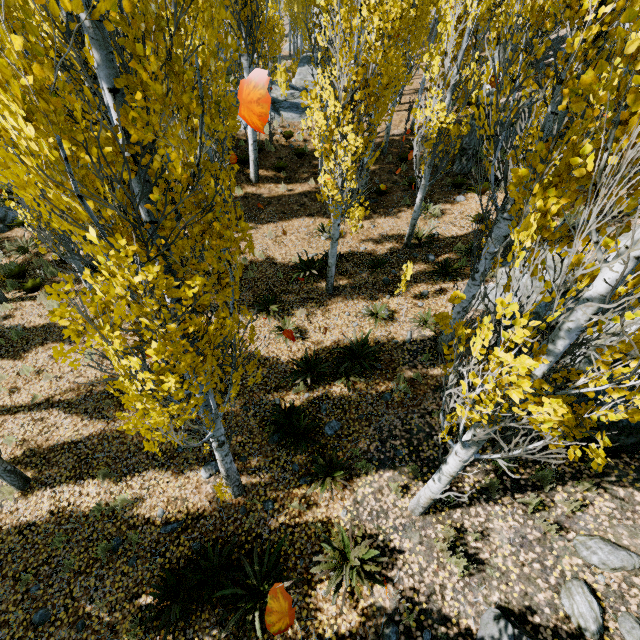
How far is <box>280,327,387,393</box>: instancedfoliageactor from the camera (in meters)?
7.59

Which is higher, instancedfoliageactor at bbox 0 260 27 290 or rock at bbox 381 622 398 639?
rock at bbox 381 622 398 639

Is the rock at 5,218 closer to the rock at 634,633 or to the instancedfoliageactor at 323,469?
the instancedfoliageactor at 323,469

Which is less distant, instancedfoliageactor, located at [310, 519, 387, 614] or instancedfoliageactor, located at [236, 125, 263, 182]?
instancedfoliageactor, located at [310, 519, 387, 614]

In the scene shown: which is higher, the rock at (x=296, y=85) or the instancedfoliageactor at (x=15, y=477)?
the rock at (x=296, y=85)

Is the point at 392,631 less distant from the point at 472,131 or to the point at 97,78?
the point at 97,78

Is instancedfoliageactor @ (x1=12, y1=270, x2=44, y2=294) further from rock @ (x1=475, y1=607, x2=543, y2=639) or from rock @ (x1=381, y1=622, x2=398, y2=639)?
rock @ (x1=475, y1=607, x2=543, y2=639)
